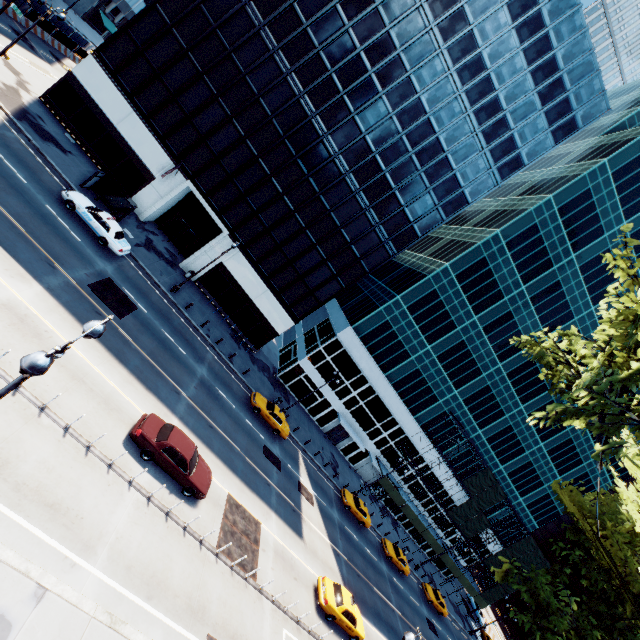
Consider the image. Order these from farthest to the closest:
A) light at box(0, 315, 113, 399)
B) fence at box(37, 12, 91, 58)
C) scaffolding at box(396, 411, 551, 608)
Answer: scaffolding at box(396, 411, 551, 608) → fence at box(37, 12, 91, 58) → light at box(0, 315, 113, 399)

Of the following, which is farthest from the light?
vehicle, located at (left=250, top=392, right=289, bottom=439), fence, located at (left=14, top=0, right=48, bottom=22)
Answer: fence, located at (left=14, top=0, right=48, bottom=22)

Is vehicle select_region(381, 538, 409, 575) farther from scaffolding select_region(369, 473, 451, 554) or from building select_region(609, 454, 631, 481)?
building select_region(609, 454, 631, 481)

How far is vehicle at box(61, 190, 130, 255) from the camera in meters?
22.3

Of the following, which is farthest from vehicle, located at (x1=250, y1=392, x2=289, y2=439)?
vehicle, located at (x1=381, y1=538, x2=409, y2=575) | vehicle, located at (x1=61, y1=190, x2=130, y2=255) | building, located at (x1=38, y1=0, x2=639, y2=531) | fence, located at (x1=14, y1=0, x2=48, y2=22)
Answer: fence, located at (x1=14, y1=0, x2=48, y2=22)

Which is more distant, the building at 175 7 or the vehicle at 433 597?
the vehicle at 433 597

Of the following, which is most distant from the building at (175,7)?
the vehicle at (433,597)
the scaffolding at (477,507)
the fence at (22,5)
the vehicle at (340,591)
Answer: the vehicle at (433,597)

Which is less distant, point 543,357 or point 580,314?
point 543,357
